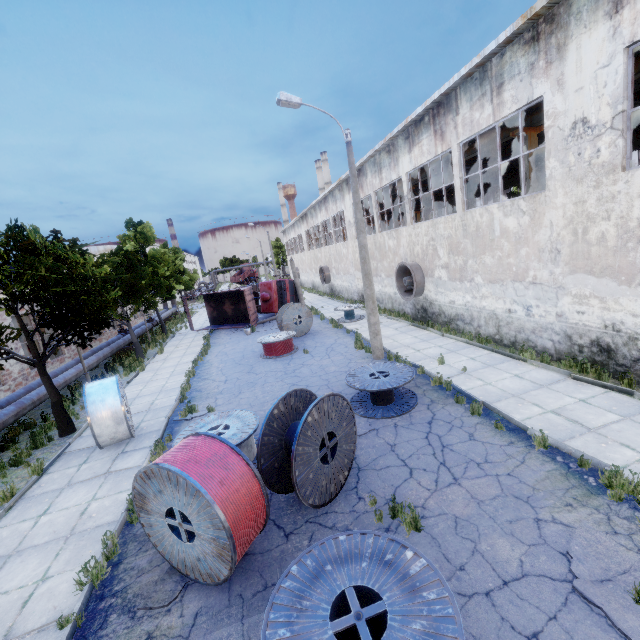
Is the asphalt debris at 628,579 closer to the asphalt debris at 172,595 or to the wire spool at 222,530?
the wire spool at 222,530

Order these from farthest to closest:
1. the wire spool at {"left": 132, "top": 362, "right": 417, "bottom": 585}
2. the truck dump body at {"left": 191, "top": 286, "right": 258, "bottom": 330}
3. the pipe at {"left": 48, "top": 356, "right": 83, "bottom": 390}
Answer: the truck dump body at {"left": 191, "top": 286, "right": 258, "bottom": 330} < the pipe at {"left": 48, "top": 356, "right": 83, "bottom": 390} < the wire spool at {"left": 132, "top": 362, "right": 417, "bottom": 585}

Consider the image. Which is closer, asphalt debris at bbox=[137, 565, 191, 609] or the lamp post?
asphalt debris at bbox=[137, 565, 191, 609]

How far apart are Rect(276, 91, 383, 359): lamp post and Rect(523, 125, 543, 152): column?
6.7m

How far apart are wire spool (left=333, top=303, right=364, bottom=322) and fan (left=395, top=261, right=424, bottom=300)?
3.6m

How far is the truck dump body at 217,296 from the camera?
25.0m

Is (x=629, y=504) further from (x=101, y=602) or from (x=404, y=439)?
(x=101, y=602)

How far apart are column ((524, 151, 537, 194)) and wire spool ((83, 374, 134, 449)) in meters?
16.3
